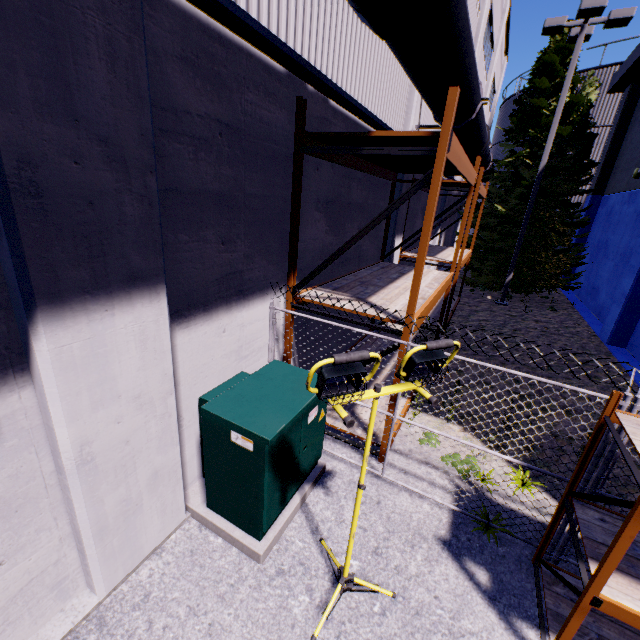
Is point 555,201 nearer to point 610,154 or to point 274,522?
point 610,154

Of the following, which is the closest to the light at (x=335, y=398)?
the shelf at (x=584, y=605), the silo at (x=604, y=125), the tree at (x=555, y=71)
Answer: the shelf at (x=584, y=605)

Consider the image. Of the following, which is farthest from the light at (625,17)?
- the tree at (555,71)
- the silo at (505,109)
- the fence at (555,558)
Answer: the silo at (505,109)

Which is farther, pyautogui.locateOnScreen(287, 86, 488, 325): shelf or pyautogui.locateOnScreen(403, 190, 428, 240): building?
pyautogui.locateOnScreen(403, 190, 428, 240): building

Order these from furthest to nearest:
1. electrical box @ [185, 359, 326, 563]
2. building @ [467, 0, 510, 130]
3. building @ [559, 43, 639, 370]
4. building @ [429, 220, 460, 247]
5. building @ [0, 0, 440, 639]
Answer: building @ [429, 220, 460, 247] < building @ [467, 0, 510, 130] < building @ [559, 43, 639, 370] < electrical box @ [185, 359, 326, 563] < building @ [0, 0, 440, 639]

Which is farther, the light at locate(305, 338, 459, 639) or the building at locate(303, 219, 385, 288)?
the building at locate(303, 219, 385, 288)

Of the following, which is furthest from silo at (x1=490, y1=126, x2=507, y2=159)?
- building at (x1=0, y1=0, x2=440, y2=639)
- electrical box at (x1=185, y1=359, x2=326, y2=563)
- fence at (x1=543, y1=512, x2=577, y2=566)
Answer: electrical box at (x1=185, y1=359, x2=326, y2=563)

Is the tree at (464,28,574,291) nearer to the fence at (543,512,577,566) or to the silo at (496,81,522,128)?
the silo at (496,81,522,128)
